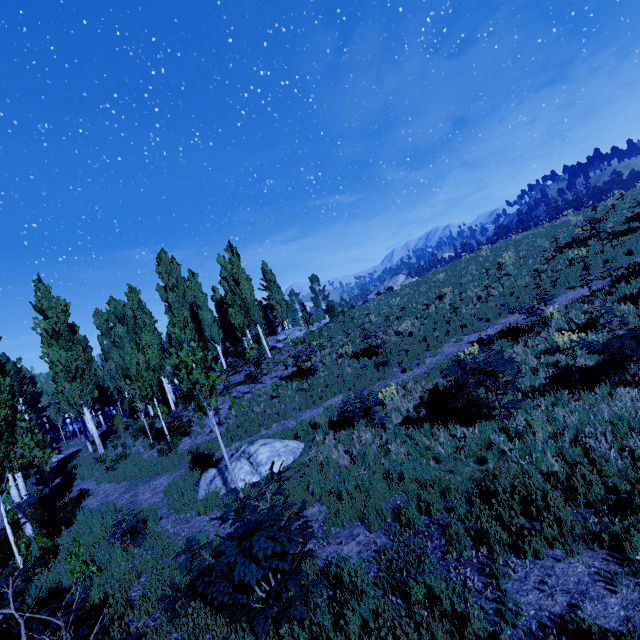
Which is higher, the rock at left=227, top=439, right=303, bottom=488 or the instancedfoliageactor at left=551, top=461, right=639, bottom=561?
the rock at left=227, top=439, right=303, bottom=488

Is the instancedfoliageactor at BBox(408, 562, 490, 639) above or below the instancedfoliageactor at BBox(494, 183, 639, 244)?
below

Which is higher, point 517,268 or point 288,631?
point 517,268

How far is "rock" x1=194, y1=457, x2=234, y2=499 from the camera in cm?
966

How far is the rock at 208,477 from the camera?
9.7m

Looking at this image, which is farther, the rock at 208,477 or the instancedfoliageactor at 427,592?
the rock at 208,477

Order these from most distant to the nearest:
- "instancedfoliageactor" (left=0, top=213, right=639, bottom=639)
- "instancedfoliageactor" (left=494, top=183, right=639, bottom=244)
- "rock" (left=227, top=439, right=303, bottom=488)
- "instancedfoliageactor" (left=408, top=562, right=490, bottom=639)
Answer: "instancedfoliageactor" (left=494, top=183, right=639, bottom=244)
"rock" (left=227, top=439, right=303, bottom=488)
"instancedfoliageactor" (left=0, top=213, right=639, bottom=639)
"instancedfoliageactor" (left=408, top=562, right=490, bottom=639)
